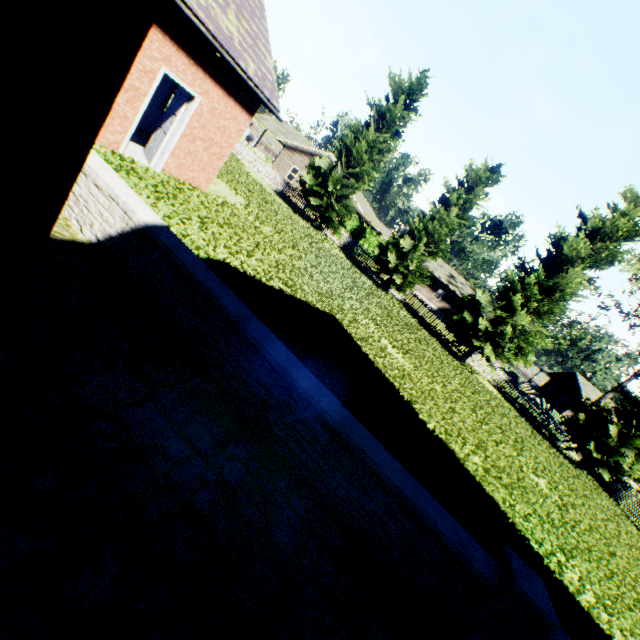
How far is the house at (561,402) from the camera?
39.56m

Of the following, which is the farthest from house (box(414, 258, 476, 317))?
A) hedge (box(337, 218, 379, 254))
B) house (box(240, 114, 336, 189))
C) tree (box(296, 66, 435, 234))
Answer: tree (box(296, 66, 435, 234))

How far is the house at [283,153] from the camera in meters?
33.1

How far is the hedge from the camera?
25.5 meters

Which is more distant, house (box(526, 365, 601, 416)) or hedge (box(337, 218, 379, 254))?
house (box(526, 365, 601, 416))

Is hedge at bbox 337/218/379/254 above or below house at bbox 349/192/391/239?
below

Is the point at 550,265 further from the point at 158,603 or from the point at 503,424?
the point at 158,603

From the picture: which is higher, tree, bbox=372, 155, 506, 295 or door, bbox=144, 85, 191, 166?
tree, bbox=372, 155, 506, 295
